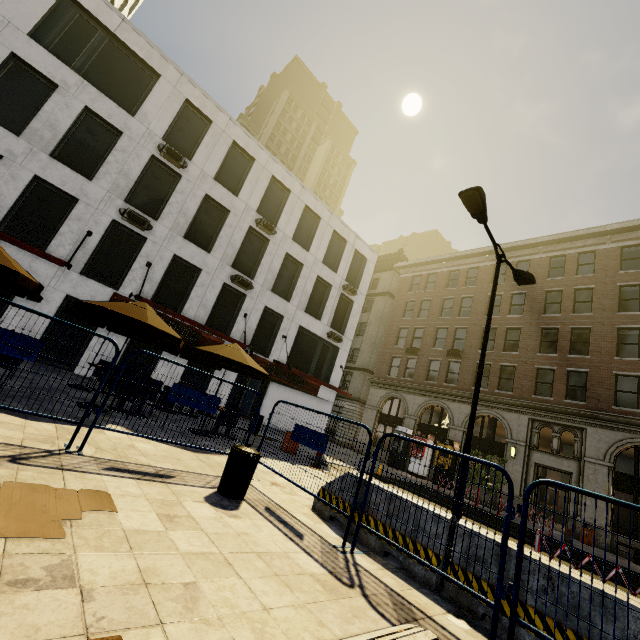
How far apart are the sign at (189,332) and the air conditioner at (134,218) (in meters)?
3.17

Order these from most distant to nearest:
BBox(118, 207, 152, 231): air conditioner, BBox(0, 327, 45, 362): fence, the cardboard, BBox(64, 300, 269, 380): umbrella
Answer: BBox(118, 207, 152, 231): air conditioner, BBox(64, 300, 269, 380): umbrella, BBox(0, 327, 45, 362): fence, the cardboard

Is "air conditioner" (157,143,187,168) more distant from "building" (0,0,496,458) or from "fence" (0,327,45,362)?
"fence" (0,327,45,362)

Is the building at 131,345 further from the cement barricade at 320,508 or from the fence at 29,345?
the cement barricade at 320,508

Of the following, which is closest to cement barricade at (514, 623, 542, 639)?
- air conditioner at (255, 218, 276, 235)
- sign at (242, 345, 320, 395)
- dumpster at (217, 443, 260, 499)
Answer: dumpster at (217, 443, 260, 499)

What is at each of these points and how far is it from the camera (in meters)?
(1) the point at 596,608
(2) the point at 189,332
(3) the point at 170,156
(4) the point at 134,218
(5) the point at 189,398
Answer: (1) cement barricade, 3.07
(2) sign, 17.06
(3) air conditioner, 16.19
(4) air conditioner, 14.98
(5) fence, 5.68

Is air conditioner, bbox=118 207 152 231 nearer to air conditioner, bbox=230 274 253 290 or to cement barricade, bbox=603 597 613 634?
air conditioner, bbox=230 274 253 290

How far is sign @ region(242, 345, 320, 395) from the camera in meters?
19.6 m
